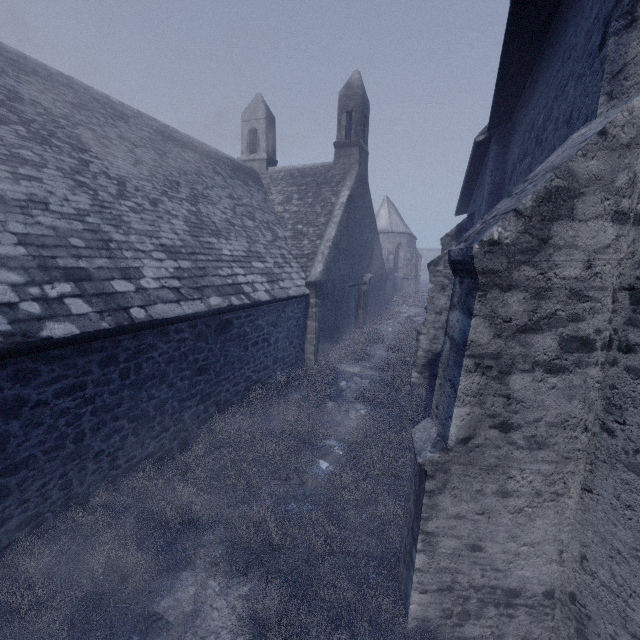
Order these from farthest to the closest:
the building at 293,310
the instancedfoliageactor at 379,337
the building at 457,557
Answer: the building at 293,310
the instancedfoliageactor at 379,337
the building at 457,557

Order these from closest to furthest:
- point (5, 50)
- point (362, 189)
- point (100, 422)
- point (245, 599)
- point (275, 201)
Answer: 1. point (245, 599)
2. point (100, 422)
3. point (5, 50)
4. point (275, 201)
5. point (362, 189)

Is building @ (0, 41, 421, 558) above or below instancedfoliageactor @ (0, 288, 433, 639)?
above

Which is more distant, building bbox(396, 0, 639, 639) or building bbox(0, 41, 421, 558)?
building bbox(0, 41, 421, 558)

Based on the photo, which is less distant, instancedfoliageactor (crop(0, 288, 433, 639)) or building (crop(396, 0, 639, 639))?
building (crop(396, 0, 639, 639))

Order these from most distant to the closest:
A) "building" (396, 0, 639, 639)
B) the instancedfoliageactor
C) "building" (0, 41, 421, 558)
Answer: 1. "building" (0, 41, 421, 558)
2. the instancedfoliageactor
3. "building" (396, 0, 639, 639)

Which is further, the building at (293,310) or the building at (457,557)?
the building at (293,310)
